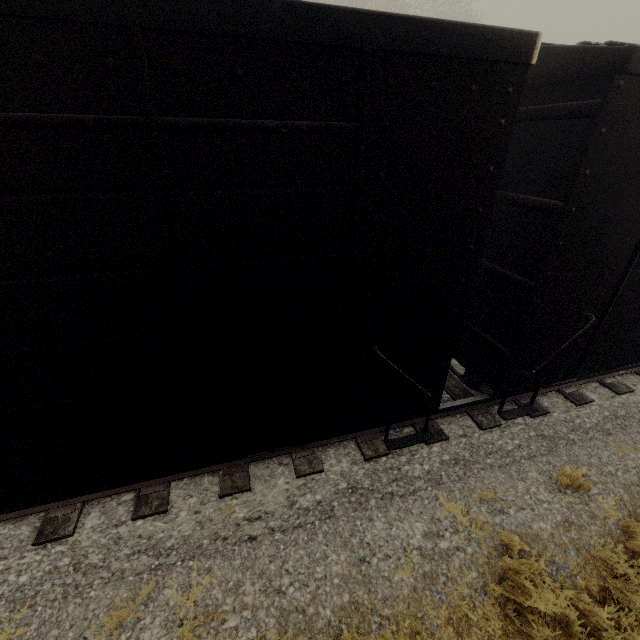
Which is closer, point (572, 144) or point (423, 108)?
point (423, 108)
